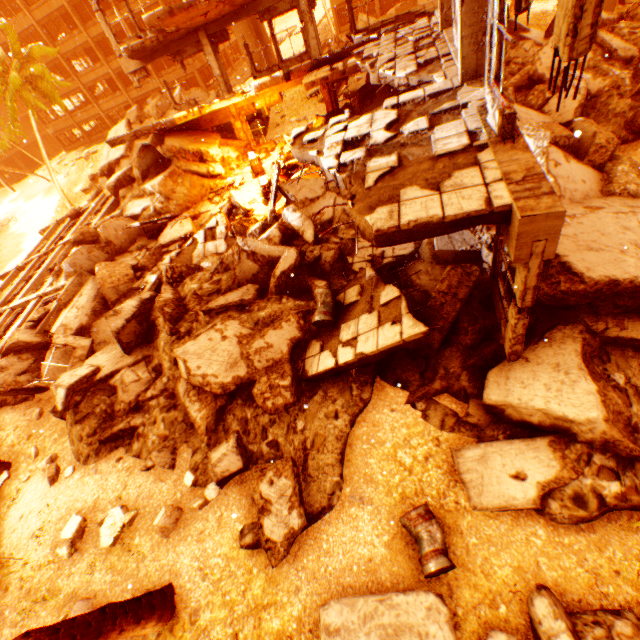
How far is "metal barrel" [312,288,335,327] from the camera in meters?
7.4 m

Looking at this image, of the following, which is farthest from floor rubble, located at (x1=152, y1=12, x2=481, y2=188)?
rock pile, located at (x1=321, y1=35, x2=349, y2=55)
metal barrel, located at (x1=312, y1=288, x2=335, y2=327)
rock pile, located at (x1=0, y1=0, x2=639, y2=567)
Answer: rock pile, located at (x1=321, y1=35, x2=349, y2=55)

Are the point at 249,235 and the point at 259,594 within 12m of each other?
yes

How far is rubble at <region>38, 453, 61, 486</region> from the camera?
8.2 meters

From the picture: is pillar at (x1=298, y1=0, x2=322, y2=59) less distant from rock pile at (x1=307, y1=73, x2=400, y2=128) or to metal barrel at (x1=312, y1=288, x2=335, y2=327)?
rock pile at (x1=307, y1=73, x2=400, y2=128)

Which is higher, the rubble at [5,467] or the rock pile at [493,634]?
the rock pile at [493,634]

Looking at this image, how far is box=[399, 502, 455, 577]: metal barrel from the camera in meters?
4.6

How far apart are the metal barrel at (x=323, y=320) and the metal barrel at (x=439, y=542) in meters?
3.9 m
